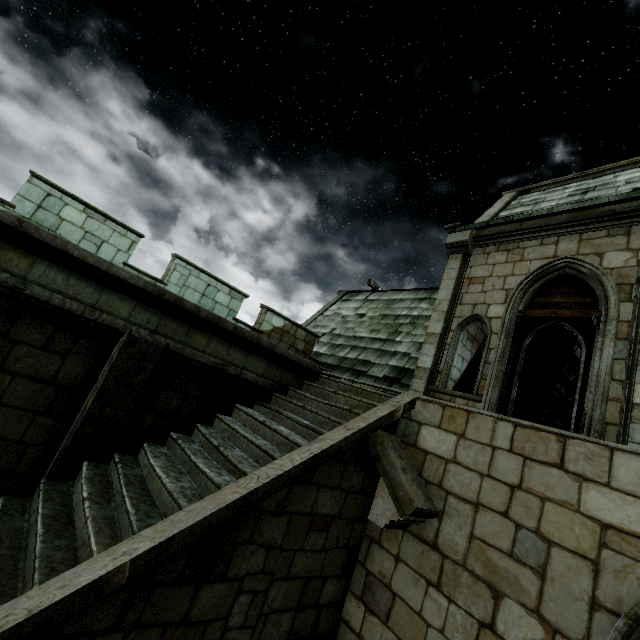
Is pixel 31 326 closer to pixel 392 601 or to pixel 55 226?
pixel 55 226
